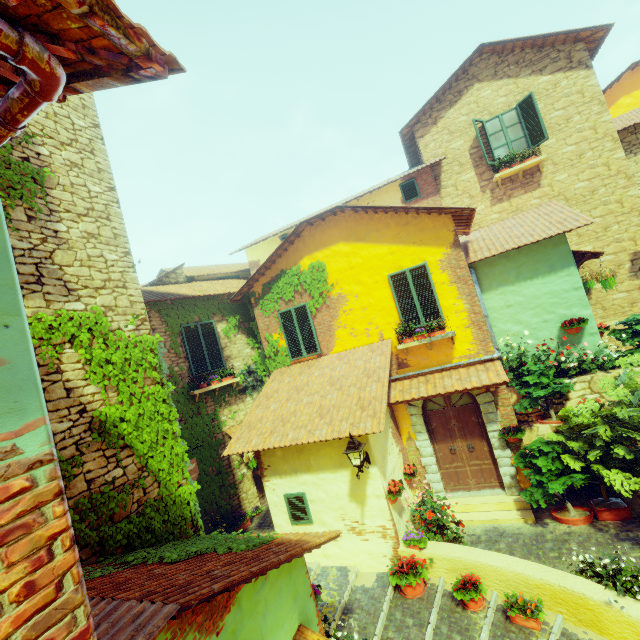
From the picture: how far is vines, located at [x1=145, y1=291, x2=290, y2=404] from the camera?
9.9m

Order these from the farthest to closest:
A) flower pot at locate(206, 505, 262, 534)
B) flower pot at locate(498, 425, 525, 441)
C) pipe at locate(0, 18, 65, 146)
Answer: flower pot at locate(206, 505, 262, 534), flower pot at locate(498, 425, 525, 441), pipe at locate(0, 18, 65, 146)

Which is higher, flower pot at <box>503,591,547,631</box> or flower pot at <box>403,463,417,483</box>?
flower pot at <box>403,463,417,483</box>

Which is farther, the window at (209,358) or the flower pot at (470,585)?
the window at (209,358)

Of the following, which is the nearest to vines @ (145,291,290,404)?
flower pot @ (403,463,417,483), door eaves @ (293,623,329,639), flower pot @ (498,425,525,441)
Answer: door eaves @ (293,623,329,639)

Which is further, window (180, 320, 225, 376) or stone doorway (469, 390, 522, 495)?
window (180, 320, 225, 376)

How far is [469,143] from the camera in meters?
11.5

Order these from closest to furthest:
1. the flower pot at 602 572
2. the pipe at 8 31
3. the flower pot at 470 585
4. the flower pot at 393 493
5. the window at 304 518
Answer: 1. the pipe at 8 31
2. the flower pot at 602 572
3. the flower pot at 470 585
4. the flower pot at 393 493
5. the window at 304 518
